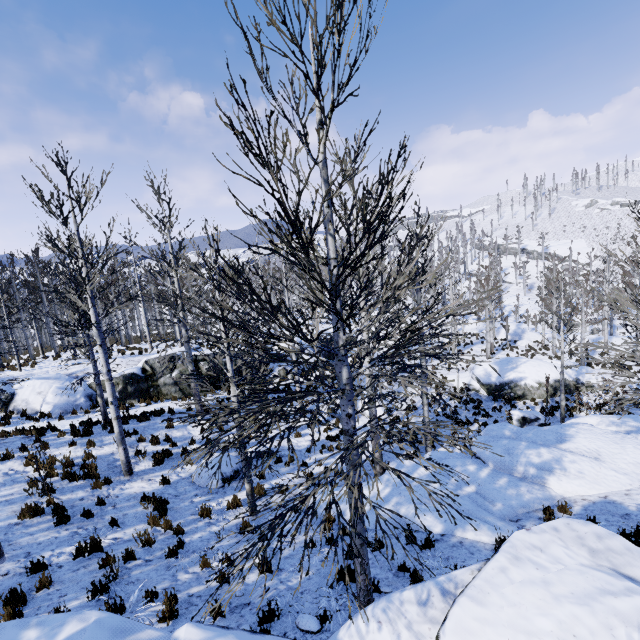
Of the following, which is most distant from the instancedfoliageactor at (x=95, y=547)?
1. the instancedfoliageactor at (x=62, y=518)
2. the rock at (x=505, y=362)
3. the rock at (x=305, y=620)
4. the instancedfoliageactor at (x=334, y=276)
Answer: the rock at (x=505, y=362)

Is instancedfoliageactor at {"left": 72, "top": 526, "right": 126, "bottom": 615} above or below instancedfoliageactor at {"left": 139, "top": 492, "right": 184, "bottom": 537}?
above

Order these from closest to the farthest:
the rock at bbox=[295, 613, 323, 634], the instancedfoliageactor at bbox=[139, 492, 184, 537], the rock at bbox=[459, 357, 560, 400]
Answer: the rock at bbox=[295, 613, 323, 634] → the instancedfoliageactor at bbox=[139, 492, 184, 537] → the rock at bbox=[459, 357, 560, 400]

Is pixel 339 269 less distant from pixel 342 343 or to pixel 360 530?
pixel 342 343

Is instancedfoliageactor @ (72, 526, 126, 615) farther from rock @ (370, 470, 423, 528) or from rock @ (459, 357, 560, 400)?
rock @ (459, 357, 560, 400)

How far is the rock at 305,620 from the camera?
4.8 meters

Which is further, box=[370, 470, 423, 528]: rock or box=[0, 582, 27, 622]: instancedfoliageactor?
box=[370, 470, 423, 528]: rock

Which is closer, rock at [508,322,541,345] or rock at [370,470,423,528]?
rock at [370,470,423,528]
